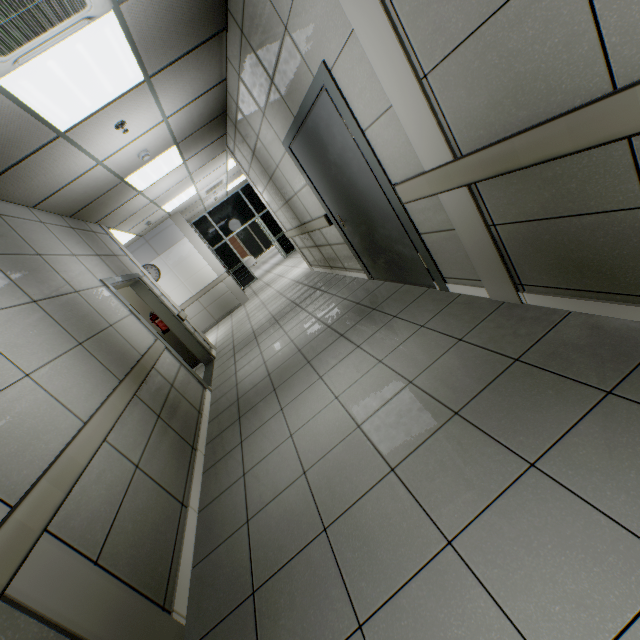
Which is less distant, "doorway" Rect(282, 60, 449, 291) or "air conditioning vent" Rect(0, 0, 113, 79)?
"air conditioning vent" Rect(0, 0, 113, 79)

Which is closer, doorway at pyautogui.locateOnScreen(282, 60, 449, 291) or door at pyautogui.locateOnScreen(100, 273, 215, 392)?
doorway at pyautogui.locateOnScreen(282, 60, 449, 291)

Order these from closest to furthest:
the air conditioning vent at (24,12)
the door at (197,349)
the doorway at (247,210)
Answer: the air conditioning vent at (24,12), the door at (197,349), the doorway at (247,210)

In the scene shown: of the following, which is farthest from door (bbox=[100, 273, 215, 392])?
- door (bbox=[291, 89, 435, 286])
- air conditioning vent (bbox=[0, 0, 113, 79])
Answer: door (bbox=[291, 89, 435, 286])

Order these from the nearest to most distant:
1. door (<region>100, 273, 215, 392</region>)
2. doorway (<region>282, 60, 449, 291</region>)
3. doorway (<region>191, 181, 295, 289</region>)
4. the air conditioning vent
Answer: the air conditioning vent
doorway (<region>282, 60, 449, 291</region>)
door (<region>100, 273, 215, 392</region>)
doorway (<region>191, 181, 295, 289</region>)

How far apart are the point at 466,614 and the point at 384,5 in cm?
279

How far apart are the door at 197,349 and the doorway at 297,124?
3.0m

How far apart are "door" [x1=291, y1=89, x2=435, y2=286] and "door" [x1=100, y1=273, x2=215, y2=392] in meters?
3.0
